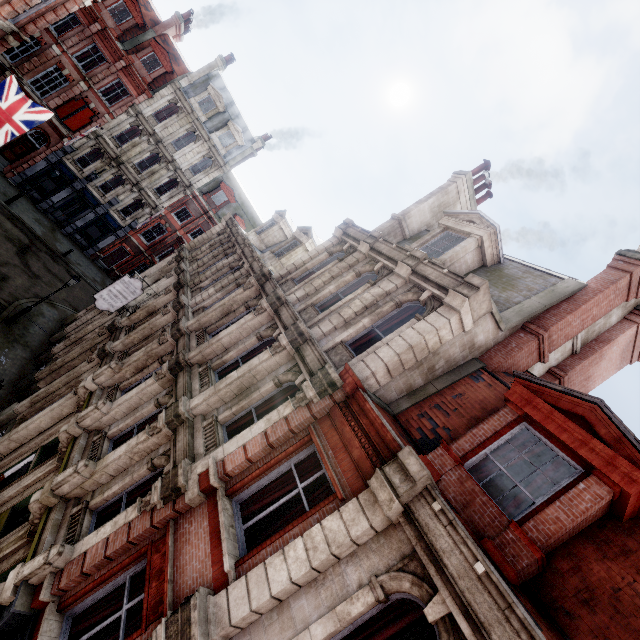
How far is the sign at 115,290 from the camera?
16.0 meters

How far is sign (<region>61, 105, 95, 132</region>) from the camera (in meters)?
26.34

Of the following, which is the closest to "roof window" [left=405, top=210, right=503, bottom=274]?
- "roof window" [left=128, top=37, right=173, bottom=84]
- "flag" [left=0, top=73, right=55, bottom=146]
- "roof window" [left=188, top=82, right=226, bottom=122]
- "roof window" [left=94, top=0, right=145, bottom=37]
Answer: "flag" [left=0, top=73, right=55, bottom=146]

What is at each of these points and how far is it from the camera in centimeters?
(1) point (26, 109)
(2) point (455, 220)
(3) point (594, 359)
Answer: (1) flag, 1472cm
(2) roof window, 1144cm
(3) chimney, 1010cm

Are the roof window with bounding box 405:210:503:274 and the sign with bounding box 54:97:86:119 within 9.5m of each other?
no

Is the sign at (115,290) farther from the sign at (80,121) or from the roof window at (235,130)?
the roof window at (235,130)

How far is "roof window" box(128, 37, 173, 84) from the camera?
27.4 meters

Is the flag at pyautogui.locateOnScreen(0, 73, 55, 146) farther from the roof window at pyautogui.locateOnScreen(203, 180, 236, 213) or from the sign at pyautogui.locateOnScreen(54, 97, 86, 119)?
the roof window at pyautogui.locateOnScreen(203, 180, 236, 213)
